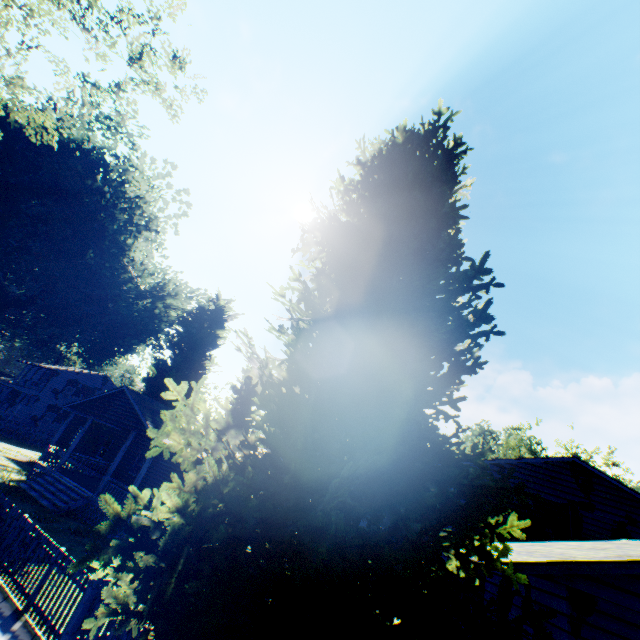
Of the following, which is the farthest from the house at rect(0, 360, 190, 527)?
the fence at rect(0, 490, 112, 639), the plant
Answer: the fence at rect(0, 490, 112, 639)

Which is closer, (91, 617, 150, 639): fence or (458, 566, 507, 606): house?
(91, 617, 150, 639): fence

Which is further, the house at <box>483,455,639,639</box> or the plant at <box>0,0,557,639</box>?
the house at <box>483,455,639,639</box>

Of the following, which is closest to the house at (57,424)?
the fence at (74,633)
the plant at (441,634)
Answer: the plant at (441,634)

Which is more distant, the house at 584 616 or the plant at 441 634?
the house at 584 616

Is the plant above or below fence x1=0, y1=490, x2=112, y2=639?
above

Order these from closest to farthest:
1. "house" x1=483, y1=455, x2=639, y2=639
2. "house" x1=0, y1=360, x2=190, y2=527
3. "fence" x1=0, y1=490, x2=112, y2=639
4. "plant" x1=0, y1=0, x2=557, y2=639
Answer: "plant" x1=0, y1=0, x2=557, y2=639
"house" x1=483, y1=455, x2=639, y2=639
"fence" x1=0, y1=490, x2=112, y2=639
"house" x1=0, y1=360, x2=190, y2=527

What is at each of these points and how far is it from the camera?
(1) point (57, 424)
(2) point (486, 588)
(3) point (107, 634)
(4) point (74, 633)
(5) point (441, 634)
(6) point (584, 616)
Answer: (1) house, 40.41m
(2) house, 9.70m
(3) fence, 7.18m
(4) fence, 6.59m
(5) plant, 3.55m
(6) house, 5.96m
